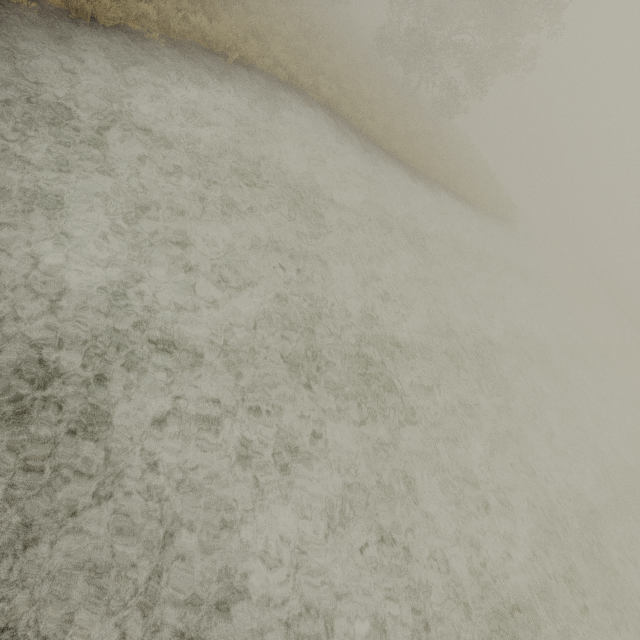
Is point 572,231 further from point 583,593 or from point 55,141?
point 55,141
